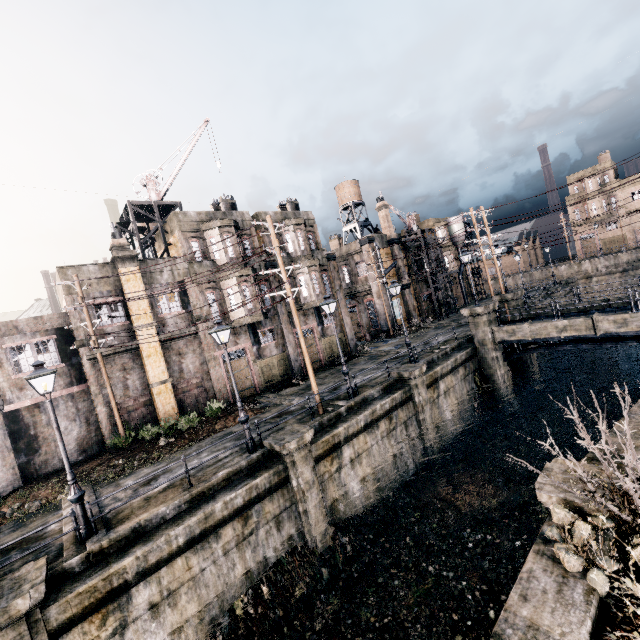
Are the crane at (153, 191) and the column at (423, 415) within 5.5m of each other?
no

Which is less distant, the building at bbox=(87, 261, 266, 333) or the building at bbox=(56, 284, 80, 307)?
the building at bbox=(56, 284, 80, 307)

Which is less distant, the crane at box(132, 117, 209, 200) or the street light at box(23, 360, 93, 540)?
the street light at box(23, 360, 93, 540)

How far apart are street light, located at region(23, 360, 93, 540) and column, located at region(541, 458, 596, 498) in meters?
12.7

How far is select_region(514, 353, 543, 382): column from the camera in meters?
27.3

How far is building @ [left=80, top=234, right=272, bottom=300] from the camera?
Result: 18.7 meters

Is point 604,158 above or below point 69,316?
above

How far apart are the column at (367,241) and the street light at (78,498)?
32.1 meters
